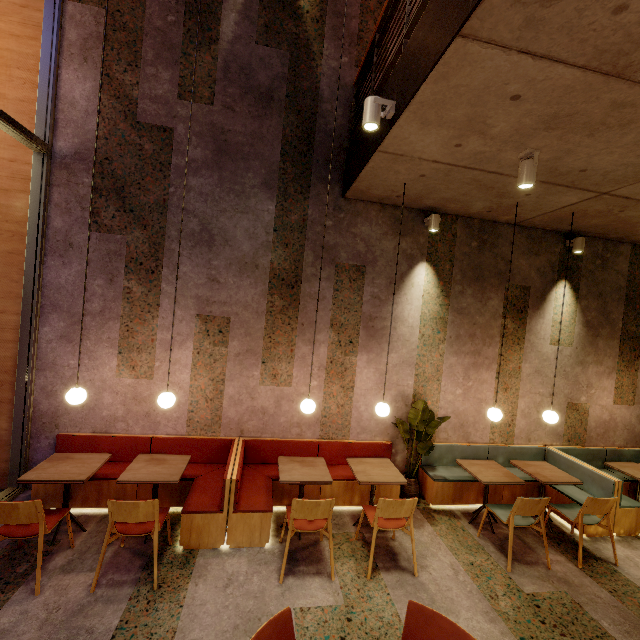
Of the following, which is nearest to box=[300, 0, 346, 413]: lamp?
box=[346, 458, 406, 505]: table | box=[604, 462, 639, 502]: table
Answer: box=[346, 458, 406, 505]: table

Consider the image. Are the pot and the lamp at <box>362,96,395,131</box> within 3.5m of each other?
no

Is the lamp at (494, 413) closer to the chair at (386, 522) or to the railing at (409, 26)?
the chair at (386, 522)

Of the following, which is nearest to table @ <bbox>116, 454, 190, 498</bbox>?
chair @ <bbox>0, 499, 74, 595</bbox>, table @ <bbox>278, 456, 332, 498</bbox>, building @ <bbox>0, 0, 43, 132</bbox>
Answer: building @ <bbox>0, 0, 43, 132</bbox>

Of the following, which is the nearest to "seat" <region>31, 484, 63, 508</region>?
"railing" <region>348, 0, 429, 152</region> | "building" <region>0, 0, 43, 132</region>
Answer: "building" <region>0, 0, 43, 132</region>

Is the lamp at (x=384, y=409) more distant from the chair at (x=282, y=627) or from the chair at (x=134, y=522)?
the chair at (x=134, y=522)

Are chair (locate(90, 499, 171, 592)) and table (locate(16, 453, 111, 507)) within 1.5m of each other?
yes

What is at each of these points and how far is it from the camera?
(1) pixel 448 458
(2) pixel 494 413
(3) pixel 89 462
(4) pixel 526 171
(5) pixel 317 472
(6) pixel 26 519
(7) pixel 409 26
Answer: (1) seat, 5.34m
(2) lamp, 4.50m
(3) table, 3.78m
(4) lamp, 3.18m
(5) table, 4.06m
(6) chair, 2.93m
(7) railing, 2.86m
